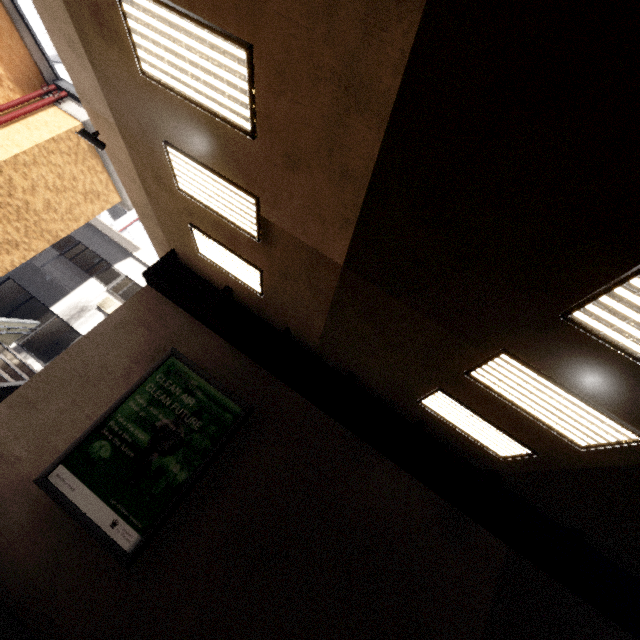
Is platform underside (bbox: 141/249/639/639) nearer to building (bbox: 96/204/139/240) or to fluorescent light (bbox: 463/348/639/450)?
fluorescent light (bbox: 463/348/639/450)

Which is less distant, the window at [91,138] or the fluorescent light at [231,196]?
the fluorescent light at [231,196]

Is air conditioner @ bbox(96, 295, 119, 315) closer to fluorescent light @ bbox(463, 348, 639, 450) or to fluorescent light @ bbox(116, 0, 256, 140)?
fluorescent light @ bbox(116, 0, 256, 140)

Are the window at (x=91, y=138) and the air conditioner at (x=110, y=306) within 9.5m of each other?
yes

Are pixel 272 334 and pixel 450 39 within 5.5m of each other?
no

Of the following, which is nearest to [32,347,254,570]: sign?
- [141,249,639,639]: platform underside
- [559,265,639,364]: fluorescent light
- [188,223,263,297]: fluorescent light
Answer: [141,249,639,639]: platform underside

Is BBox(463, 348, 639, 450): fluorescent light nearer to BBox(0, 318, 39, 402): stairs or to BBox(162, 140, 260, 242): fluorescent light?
BBox(162, 140, 260, 242): fluorescent light

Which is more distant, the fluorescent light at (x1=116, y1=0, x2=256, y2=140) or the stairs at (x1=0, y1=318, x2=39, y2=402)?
the stairs at (x1=0, y1=318, x2=39, y2=402)
